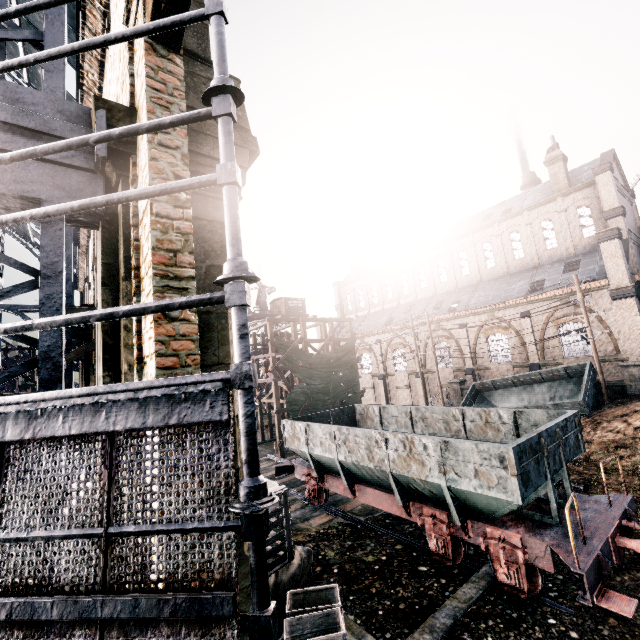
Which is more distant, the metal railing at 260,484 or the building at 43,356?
the building at 43,356

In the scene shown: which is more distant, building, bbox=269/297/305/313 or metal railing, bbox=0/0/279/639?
building, bbox=269/297/305/313

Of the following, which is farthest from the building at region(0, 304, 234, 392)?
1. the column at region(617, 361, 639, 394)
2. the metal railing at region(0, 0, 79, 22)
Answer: the column at region(617, 361, 639, 394)

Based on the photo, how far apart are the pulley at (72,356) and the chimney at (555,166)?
40.0m

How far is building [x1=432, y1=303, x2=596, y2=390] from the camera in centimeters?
2630cm

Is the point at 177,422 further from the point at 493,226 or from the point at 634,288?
the point at 493,226

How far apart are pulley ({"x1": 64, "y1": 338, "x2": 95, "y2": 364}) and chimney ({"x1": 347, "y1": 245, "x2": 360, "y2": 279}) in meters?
44.5 m

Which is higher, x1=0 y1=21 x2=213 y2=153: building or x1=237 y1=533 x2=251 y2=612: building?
x1=0 y1=21 x2=213 y2=153: building
